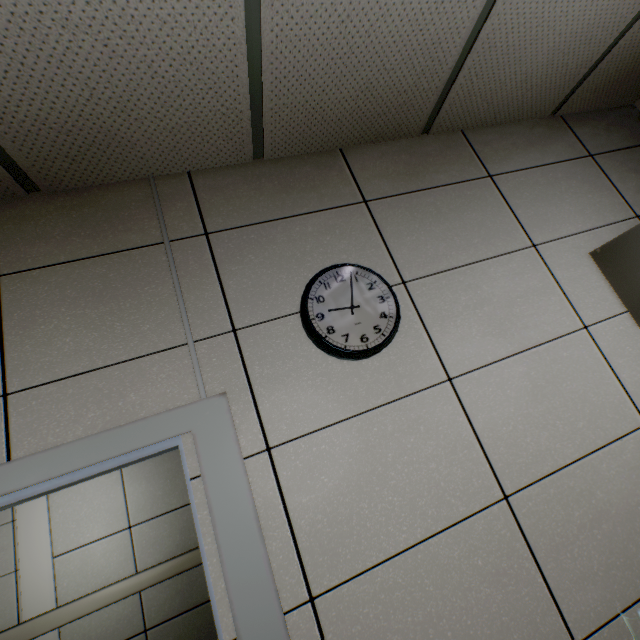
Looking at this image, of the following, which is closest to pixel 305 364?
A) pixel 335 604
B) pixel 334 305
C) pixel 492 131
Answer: pixel 334 305

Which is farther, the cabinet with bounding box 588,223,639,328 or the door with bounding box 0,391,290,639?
the cabinet with bounding box 588,223,639,328

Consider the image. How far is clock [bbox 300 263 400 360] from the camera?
1.3 meters

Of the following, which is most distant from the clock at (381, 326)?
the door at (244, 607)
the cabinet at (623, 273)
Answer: the cabinet at (623, 273)

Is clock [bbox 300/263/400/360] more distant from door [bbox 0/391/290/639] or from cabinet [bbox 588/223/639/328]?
cabinet [bbox 588/223/639/328]

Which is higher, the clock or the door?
the clock

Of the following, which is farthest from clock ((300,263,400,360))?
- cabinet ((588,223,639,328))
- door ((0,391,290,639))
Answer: cabinet ((588,223,639,328))

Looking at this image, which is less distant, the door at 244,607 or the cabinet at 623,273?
the door at 244,607
